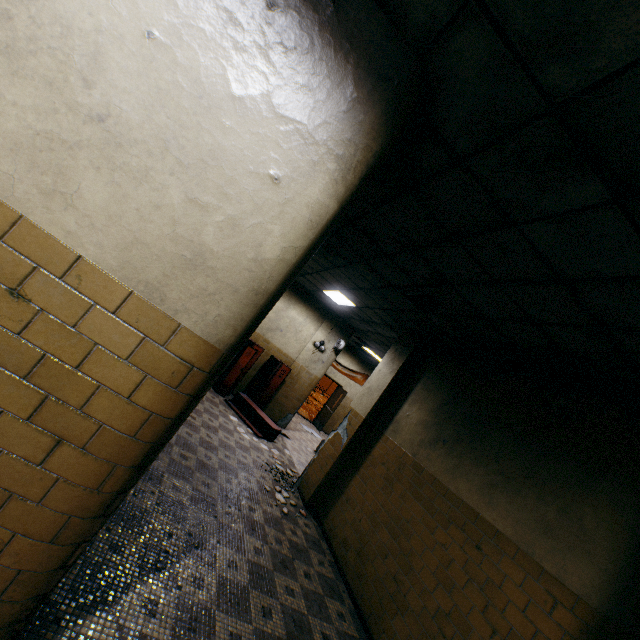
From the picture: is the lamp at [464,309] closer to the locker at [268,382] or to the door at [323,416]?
the locker at [268,382]

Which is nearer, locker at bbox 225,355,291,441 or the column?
the column

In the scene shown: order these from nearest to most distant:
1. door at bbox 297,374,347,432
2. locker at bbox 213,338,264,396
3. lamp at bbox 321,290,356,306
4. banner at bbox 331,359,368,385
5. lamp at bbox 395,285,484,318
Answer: lamp at bbox 395,285,484,318 < lamp at bbox 321,290,356,306 < locker at bbox 213,338,264,396 < door at bbox 297,374,347,432 < banner at bbox 331,359,368,385

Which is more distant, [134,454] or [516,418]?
[516,418]

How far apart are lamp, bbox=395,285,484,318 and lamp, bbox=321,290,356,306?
2.7m

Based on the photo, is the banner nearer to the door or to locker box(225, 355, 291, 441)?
the door

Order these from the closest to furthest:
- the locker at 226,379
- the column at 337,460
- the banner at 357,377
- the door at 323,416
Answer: the column at 337,460 → the locker at 226,379 → the door at 323,416 → the banner at 357,377
